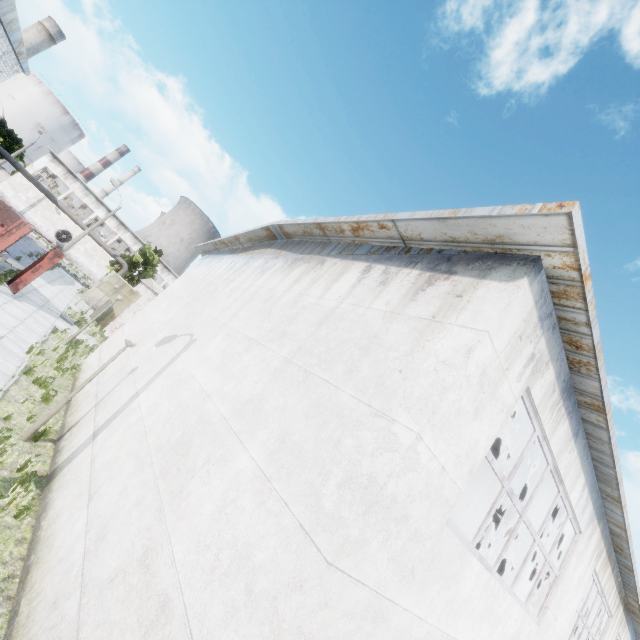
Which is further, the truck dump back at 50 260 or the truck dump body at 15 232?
the truck dump back at 50 260

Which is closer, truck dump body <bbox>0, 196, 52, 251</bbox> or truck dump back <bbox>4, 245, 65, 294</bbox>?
truck dump body <bbox>0, 196, 52, 251</bbox>

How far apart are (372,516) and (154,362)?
8.09m
